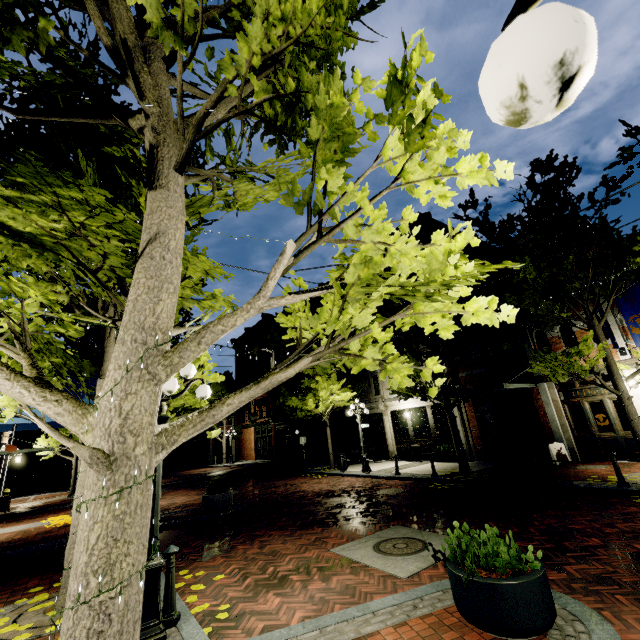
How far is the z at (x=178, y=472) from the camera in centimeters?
2537cm

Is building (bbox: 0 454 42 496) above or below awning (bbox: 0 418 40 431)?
below

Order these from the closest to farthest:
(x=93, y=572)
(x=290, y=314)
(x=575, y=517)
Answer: (x=93, y=572), (x=575, y=517), (x=290, y=314)

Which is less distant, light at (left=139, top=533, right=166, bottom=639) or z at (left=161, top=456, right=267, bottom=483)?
light at (left=139, top=533, right=166, bottom=639)

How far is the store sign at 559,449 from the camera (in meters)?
12.62

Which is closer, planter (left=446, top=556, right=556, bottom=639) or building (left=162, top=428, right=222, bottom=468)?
planter (left=446, top=556, right=556, bottom=639)

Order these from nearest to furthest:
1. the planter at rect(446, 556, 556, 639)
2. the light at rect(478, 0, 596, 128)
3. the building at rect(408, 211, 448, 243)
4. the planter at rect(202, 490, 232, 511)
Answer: the light at rect(478, 0, 596, 128) → the planter at rect(446, 556, 556, 639) → the planter at rect(202, 490, 232, 511) → the building at rect(408, 211, 448, 243)

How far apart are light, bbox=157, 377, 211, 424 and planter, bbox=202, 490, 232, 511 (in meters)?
7.24
